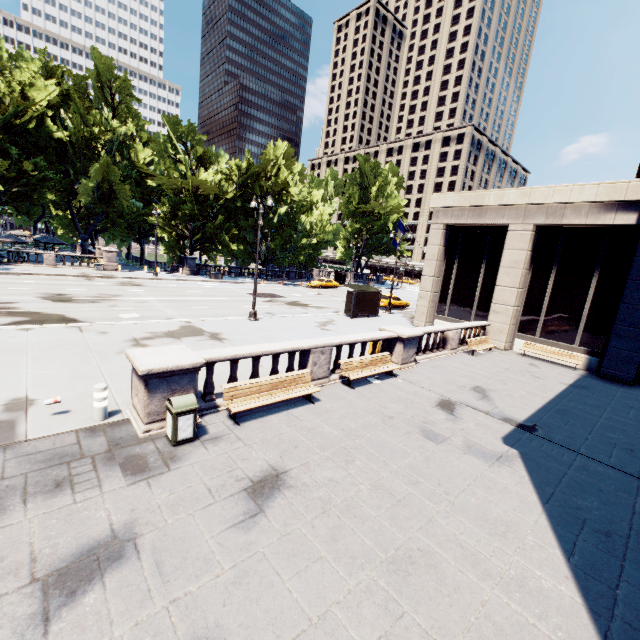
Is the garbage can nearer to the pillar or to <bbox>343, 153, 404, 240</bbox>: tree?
the pillar

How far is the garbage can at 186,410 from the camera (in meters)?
6.96

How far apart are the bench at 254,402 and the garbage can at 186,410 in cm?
91

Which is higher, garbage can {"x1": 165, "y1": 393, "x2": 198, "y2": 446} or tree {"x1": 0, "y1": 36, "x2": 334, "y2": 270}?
tree {"x1": 0, "y1": 36, "x2": 334, "y2": 270}

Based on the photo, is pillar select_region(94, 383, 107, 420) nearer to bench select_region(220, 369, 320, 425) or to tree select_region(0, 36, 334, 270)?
bench select_region(220, 369, 320, 425)

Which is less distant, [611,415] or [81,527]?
[81,527]

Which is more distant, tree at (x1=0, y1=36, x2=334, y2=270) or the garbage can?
tree at (x1=0, y1=36, x2=334, y2=270)

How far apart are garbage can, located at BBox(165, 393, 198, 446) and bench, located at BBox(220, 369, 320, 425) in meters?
0.9
